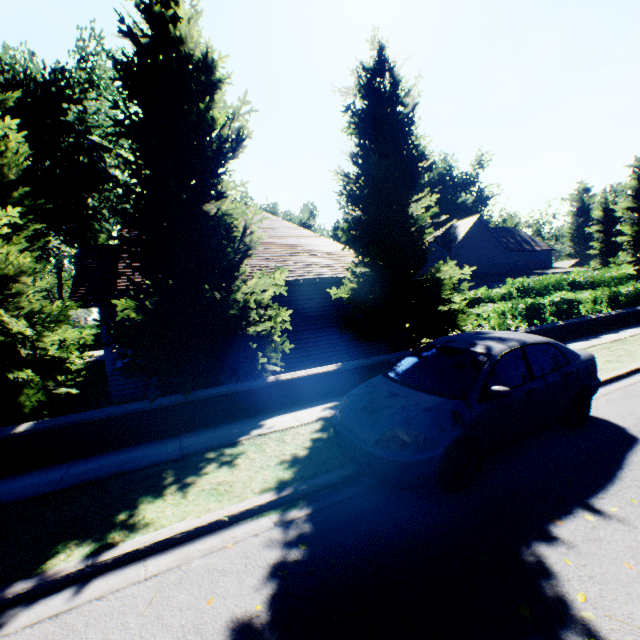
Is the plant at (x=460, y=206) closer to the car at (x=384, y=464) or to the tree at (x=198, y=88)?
the tree at (x=198, y=88)

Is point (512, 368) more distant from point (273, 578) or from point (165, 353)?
point (165, 353)

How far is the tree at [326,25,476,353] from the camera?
9.8m

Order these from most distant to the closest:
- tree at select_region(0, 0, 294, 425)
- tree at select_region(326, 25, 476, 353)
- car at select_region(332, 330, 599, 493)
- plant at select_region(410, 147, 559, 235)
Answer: plant at select_region(410, 147, 559, 235), tree at select_region(326, 25, 476, 353), tree at select_region(0, 0, 294, 425), car at select_region(332, 330, 599, 493)

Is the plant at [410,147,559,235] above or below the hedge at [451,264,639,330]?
above

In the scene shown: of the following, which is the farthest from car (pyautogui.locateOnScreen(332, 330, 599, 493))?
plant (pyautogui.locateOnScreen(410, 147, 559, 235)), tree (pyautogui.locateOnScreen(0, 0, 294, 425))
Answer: plant (pyautogui.locateOnScreen(410, 147, 559, 235))

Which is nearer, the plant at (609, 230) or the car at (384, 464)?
the car at (384, 464)

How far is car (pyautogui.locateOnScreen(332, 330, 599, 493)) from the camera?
3.87m
